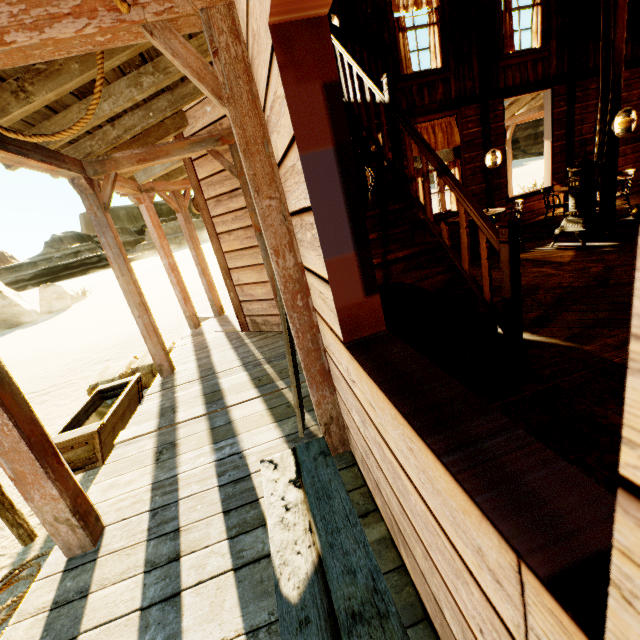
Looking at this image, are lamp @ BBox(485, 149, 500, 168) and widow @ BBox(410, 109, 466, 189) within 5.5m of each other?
yes

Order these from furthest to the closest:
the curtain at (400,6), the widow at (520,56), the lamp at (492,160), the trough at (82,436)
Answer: the lamp at (492,160)
the widow at (520,56)
the curtain at (400,6)
the trough at (82,436)

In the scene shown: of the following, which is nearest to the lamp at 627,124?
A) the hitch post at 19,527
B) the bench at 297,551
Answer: the bench at 297,551

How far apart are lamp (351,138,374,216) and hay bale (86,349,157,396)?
4.4 meters

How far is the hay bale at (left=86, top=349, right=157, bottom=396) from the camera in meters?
5.0 m

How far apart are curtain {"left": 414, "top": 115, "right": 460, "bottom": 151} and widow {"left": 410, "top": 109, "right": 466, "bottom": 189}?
0.0m

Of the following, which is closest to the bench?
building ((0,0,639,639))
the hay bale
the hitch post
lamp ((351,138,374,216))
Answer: building ((0,0,639,639))

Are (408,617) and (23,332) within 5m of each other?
no
